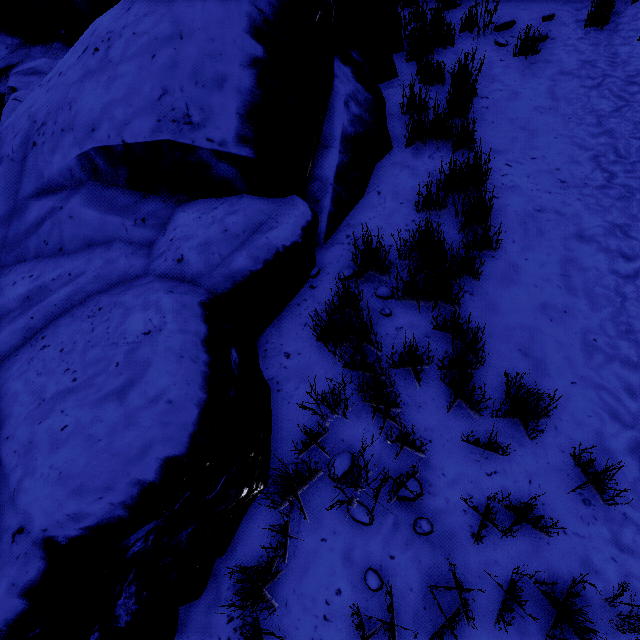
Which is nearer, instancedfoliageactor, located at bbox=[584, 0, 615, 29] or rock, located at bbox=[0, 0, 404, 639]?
rock, located at bbox=[0, 0, 404, 639]

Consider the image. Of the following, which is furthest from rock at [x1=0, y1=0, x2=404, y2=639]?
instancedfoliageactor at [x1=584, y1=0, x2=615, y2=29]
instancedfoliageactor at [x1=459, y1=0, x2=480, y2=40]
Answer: instancedfoliageactor at [x1=584, y1=0, x2=615, y2=29]

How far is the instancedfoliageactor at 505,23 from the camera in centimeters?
490cm

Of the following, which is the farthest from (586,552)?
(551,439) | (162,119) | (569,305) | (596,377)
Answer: (162,119)

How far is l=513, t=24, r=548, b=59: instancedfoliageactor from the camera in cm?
443

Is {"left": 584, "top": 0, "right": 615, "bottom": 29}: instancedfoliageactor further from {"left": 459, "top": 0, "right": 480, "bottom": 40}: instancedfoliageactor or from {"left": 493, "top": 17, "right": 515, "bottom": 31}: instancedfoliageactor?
{"left": 459, "top": 0, "right": 480, "bottom": 40}: instancedfoliageactor

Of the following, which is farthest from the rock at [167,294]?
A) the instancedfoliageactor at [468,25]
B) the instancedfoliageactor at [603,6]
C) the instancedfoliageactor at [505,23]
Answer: the instancedfoliageactor at [603,6]
